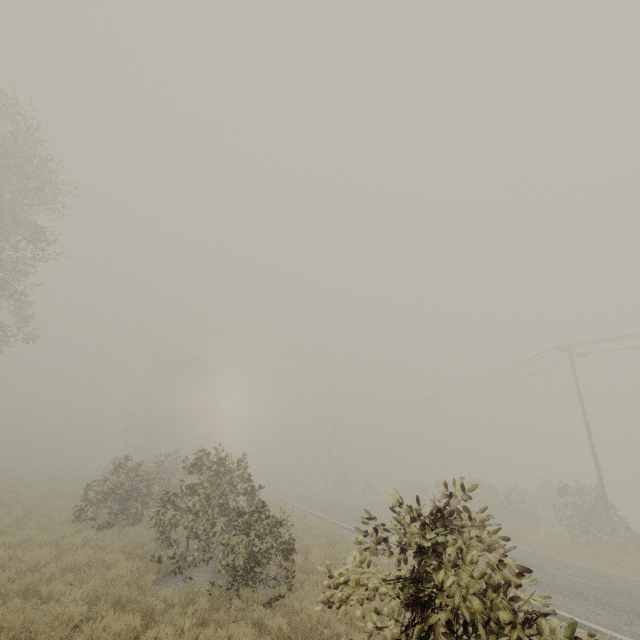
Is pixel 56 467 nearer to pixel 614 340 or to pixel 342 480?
pixel 342 480
